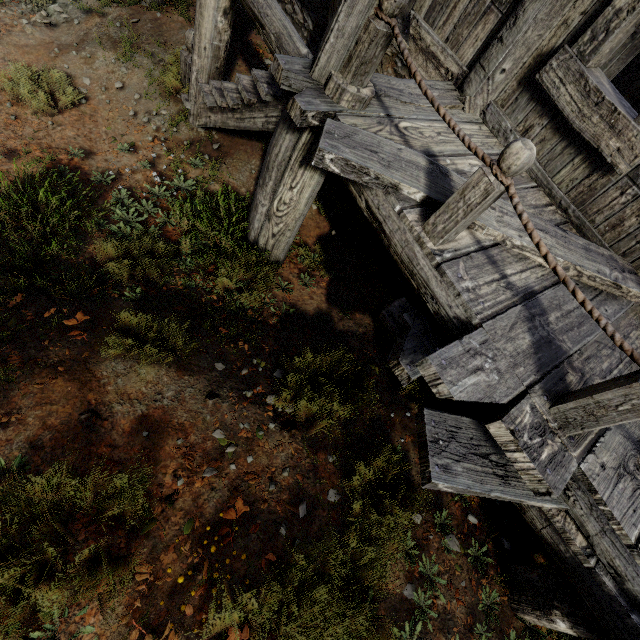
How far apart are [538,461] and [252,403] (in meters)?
2.26
